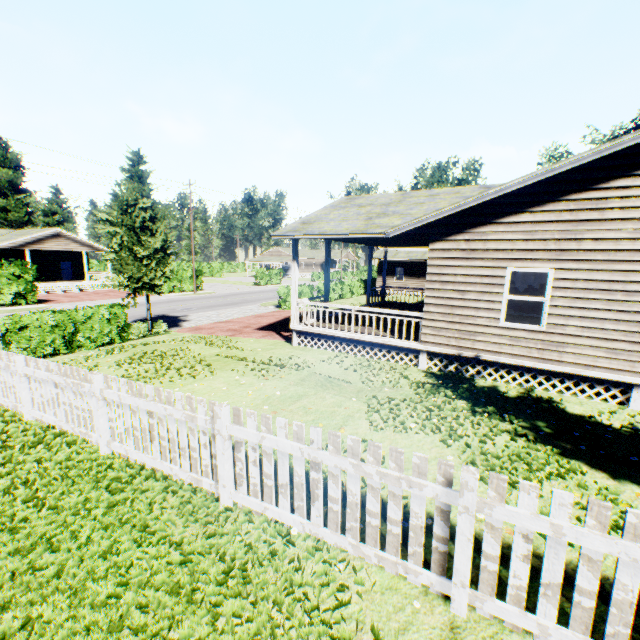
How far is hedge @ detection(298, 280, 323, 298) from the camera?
27.2m

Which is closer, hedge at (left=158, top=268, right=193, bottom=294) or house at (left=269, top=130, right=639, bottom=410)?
house at (left=269, top=130, right=639, bottom=410)

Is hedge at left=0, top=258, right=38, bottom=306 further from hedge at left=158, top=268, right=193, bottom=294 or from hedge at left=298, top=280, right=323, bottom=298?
hedge at left=298, top=280, right=323, bottom=298

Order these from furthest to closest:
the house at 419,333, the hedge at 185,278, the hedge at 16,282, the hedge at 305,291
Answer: the hedge at 185,278, the hedge at 305,291, the hedge at 16,282, the house at 419,333

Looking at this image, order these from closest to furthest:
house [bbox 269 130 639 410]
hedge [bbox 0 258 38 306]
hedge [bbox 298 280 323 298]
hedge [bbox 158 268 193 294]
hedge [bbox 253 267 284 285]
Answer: house [bbox 269 130 639 410] → hedge [bbox 0 258 38 306] → hedge [bbox 298 280 323 298] → hedge [bbox 158 268 193 294] → hedge [bbox 253 267 284 285]

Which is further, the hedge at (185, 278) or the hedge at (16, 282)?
the hedge at (185, 278)

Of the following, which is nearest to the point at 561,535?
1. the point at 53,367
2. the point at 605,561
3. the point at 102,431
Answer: the point at 605,561

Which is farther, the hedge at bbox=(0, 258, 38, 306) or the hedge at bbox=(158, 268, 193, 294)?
the hedge at bbox=(158, 268, 193, 294)
